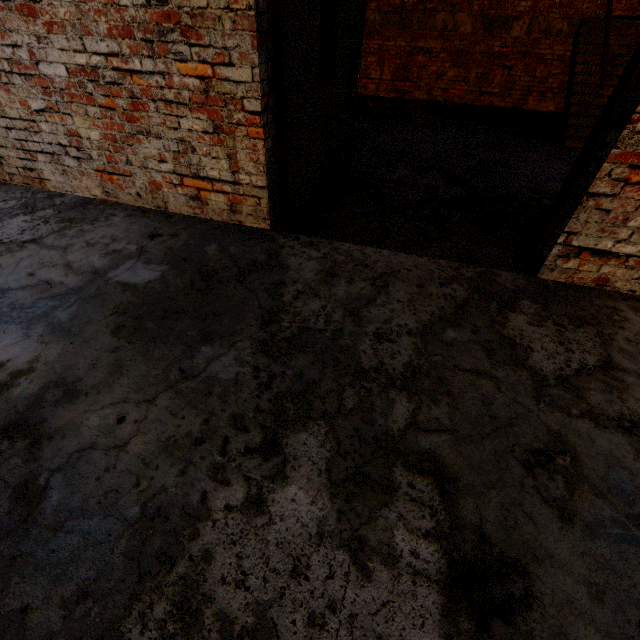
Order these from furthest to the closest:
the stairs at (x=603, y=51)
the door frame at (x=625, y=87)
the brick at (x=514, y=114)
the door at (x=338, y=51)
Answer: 1. the brick at (x=514, y=114)
2. the stairs at (x=603, y=51)
3. the door at (x=338, y=51)
4. the door frame at (x=625, y=87)

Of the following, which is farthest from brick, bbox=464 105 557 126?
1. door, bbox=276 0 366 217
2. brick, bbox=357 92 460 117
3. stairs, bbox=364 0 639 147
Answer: door, bbox=276 0 366 217

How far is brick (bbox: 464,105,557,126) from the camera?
7.23m

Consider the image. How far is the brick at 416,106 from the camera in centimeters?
767cm

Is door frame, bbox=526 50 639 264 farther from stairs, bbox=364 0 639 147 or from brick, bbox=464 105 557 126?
brick, bbox=464 105 557 126

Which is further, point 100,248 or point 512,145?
point 512,145

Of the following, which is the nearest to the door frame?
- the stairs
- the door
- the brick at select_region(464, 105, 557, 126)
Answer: the door

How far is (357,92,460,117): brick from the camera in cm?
A: 767
